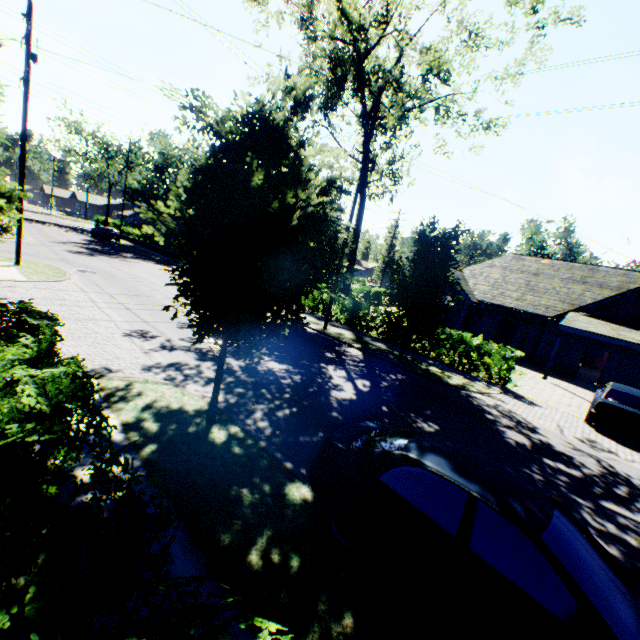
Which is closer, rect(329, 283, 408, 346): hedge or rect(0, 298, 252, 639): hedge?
rect(0, 298, 252, 639): hedge

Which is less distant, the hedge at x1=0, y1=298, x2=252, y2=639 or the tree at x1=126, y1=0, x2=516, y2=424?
the hedge at x1=0, y1=298, x2=252, y2=639

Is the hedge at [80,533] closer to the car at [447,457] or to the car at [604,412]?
the car at [447,457]

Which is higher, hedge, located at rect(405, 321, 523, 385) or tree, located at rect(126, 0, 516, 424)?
tree, located at rect(126, 0, 516, 424)

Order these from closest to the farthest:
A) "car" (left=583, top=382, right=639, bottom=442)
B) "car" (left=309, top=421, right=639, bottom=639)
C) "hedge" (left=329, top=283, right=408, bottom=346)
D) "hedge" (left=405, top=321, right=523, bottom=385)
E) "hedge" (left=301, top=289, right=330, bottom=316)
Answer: "car" (left=309, top=421, right=639, bottom=639) → "car" (left=583, top=382, right=639, bottom=442) → "hedge" (left=405, top=321, right=523, bottom=385) → "hedge" (left=329, top=283, right=408, bottom=346) → "hedge" (left=301, top=289, right=330, bottom=316)

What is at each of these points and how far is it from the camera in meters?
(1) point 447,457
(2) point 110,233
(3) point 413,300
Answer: (1) car, 4.2 m
(2) car, 39.3 m
(3) tree, 13.8 m

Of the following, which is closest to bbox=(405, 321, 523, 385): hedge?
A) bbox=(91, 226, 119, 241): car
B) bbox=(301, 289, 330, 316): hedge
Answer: bbox=(91, 226, 119, 241): car

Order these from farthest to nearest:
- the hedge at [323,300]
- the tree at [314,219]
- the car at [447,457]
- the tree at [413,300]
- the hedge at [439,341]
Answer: the hedge at [323,300] < the hedge at [439,341] < the tree at [413,300] < the tree at [314,219] < the car at [447,457]
